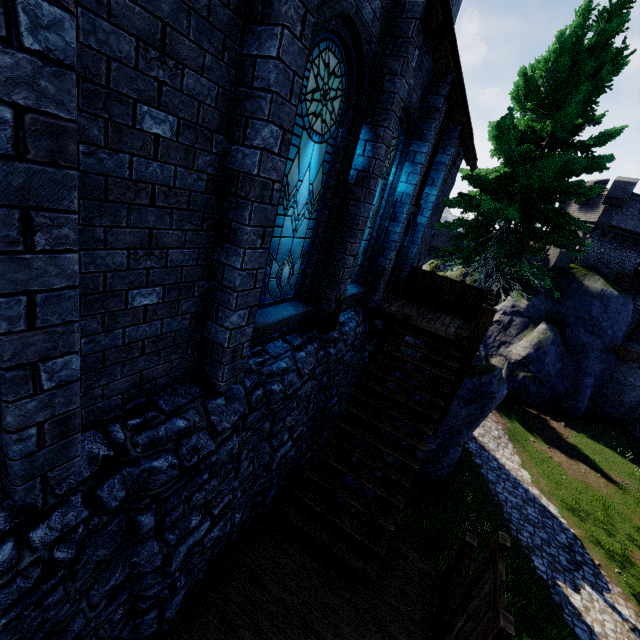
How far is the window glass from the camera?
4.10m

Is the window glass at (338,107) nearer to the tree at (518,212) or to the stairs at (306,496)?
the stairs at (306,496)

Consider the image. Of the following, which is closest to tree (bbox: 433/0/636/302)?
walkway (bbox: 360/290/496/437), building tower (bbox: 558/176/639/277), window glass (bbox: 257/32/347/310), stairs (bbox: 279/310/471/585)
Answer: walkway (bbox: 360/290/496/437)

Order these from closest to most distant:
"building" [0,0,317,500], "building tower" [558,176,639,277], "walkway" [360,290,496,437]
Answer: "building" [0,0,317,500] → "walkway" [360,290,496,437] → "building tower" [558,176,639,277]

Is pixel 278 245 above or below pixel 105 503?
above

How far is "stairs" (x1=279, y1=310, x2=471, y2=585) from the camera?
5.40m

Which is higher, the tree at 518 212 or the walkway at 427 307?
the tree at 518 212

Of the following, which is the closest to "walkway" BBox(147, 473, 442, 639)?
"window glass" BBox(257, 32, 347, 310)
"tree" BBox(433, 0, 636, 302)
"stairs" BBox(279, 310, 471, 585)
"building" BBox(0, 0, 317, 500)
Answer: "stairs" BBox(279, 310, 471, 585)
